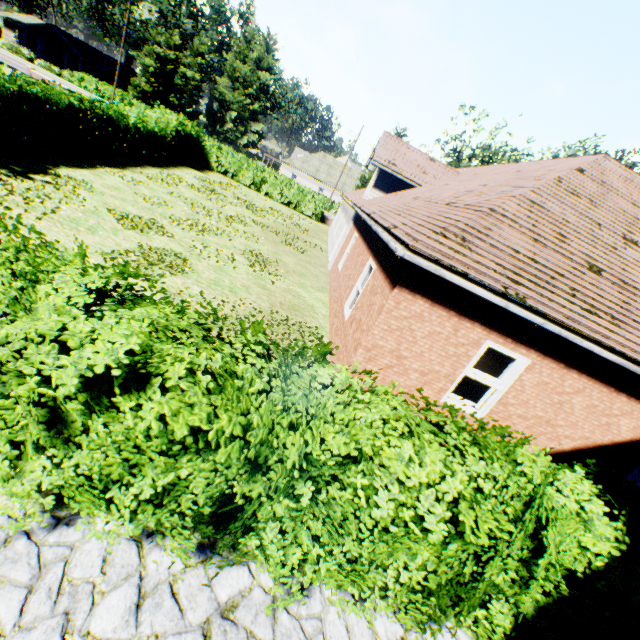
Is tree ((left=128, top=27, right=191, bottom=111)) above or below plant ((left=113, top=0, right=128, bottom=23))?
below

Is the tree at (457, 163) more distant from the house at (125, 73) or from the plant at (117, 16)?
the house at (125, 73)

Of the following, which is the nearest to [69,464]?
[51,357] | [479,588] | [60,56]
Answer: [51,357]

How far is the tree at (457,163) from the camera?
34.0m

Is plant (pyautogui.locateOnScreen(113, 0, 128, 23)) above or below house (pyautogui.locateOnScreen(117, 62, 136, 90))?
above

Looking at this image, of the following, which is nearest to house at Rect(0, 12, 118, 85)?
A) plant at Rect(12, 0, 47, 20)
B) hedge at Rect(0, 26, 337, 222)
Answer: plant at Rect(12, 0, 47, 20)

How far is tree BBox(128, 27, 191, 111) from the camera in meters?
49.7

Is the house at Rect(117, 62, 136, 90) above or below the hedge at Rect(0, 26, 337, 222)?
above
